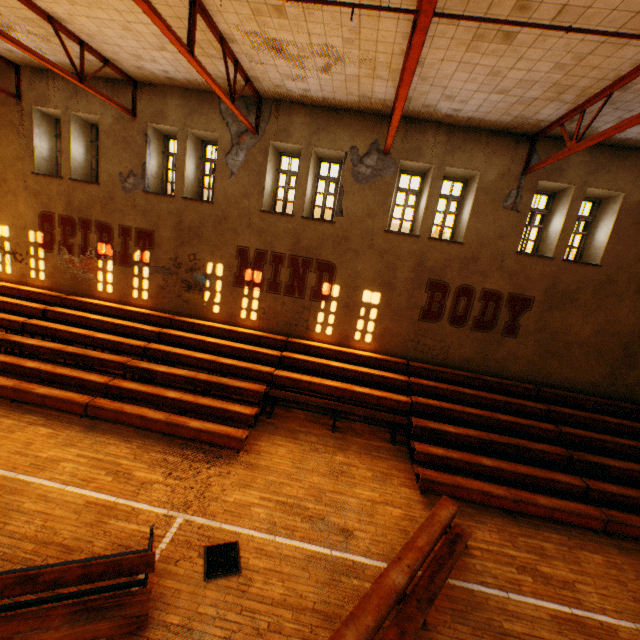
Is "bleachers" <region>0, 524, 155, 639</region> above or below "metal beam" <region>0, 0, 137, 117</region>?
below

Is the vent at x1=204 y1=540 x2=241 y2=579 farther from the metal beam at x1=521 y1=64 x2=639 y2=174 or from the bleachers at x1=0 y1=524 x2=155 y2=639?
the metal beam at x1=521 y1=64 x2=639 y2=174

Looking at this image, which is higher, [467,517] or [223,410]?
[223,410]

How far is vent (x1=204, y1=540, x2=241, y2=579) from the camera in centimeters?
489cm

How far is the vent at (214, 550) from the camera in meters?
4.9

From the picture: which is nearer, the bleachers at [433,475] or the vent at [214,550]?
the vent at [214,550]

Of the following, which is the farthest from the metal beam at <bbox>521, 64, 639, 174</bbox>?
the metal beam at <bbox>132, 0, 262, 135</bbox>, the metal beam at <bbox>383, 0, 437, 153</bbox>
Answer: the metal beam at <bbox>132, 0, 262, 135</bbox>

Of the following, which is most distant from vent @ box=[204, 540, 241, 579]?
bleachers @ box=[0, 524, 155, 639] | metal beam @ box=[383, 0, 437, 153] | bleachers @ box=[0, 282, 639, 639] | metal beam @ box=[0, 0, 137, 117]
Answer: metal beam @ box=[0, 0, 137, 117]
